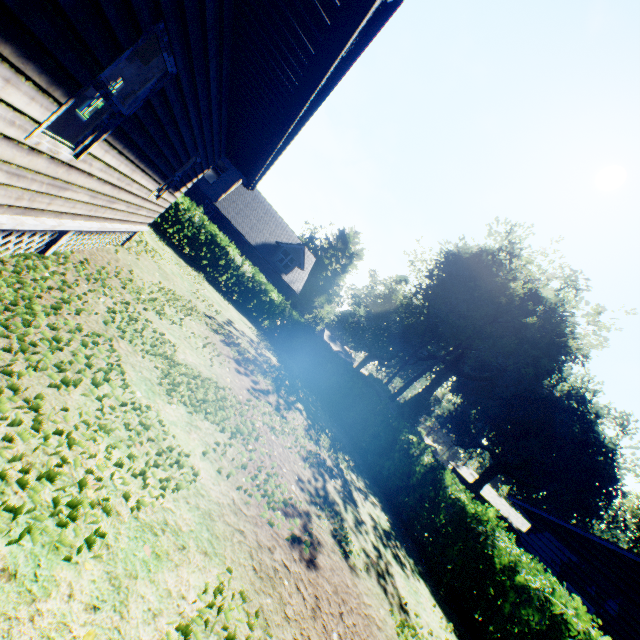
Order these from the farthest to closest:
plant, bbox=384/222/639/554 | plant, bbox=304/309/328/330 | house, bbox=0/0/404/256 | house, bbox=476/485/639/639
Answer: plant, bbox=304/309/328/330, plant, bbox=384/222/639/554, house, bbox=476/485/639/639, house, bbox=0/0/404/256

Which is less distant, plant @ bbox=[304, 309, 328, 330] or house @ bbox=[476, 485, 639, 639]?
house @ bbox=[476, 485, 639, 639]

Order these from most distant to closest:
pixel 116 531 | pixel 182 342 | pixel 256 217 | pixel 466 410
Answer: pixel 466 410 < pixel 256 217 < pixel 182 342 < pixel 116 531

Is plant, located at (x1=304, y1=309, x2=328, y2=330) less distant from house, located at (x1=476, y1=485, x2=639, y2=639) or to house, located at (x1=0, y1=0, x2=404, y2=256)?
house, located at (x1=476, y1=485, x2=639, y2=639)

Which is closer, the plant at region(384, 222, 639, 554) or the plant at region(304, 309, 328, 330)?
the plant at region(384, 222, 639, 554)

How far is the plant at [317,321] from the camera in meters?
39.6 m

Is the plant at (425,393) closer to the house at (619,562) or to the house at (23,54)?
the house at (619,562)
